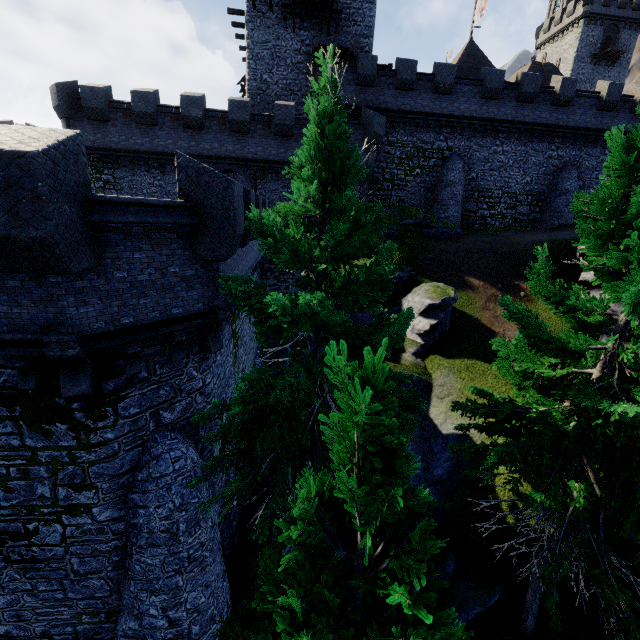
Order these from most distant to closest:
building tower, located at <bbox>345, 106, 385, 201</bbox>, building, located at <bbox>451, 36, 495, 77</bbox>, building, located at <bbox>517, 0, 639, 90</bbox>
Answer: building, located at <bbox>517, 0, 639, 90</bbox> → building, located at <bbox>451, 36, 495, 77</bbox> → building tower, located at <bbox>345, 106, 385, 201</bbox>

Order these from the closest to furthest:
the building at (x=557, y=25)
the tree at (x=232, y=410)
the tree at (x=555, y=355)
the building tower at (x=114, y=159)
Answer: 1. the tree at (x=232, y=410)
2. the tree at (x=555, y=355)
3. the building tower at (x=114, y=159)
4. the building at (x=557, y=25)

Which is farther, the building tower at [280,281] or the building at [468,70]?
the building at [468,70]

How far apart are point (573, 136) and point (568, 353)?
30.9m

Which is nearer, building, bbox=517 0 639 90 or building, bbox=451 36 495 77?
building, bbox=451 36 495 77

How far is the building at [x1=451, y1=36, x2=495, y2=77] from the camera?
37.4 meters

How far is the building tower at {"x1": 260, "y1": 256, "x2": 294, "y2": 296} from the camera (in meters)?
25.31

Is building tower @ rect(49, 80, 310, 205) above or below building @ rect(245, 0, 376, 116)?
below
